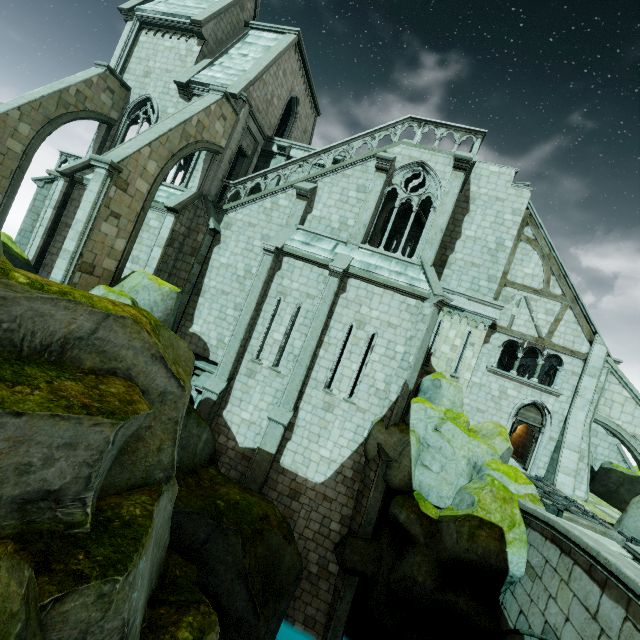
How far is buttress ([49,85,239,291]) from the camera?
11.0m

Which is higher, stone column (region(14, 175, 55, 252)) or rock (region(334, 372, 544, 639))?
stone column (region(14, 175, 55, 252))

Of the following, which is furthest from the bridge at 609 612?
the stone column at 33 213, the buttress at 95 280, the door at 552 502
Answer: the stone column at 33 213

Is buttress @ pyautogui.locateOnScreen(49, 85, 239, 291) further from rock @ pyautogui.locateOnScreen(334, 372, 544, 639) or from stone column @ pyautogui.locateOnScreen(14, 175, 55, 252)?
Result: stone column @ pyautogui.locateOnScreen(14, 175, 55, 252)

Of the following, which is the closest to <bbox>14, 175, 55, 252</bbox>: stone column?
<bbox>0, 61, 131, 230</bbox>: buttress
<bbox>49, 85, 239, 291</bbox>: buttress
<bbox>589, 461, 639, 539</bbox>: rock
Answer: <bbox>0, 61, 131, 230</bbox>: buttress

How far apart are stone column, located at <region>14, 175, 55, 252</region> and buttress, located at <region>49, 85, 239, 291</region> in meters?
9.7 m

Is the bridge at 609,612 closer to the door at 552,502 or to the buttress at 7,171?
the door at 552,502

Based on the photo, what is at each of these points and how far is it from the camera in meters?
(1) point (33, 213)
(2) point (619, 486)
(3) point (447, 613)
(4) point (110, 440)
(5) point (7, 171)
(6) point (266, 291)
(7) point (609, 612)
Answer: (1) stone column, 18.2
(2) rock, 16.9
(3) rock, 9.0
(4) rock, 4.7
(5) buttress, 14.0
(6) building, 14.4
(7) bridge, 5.7
